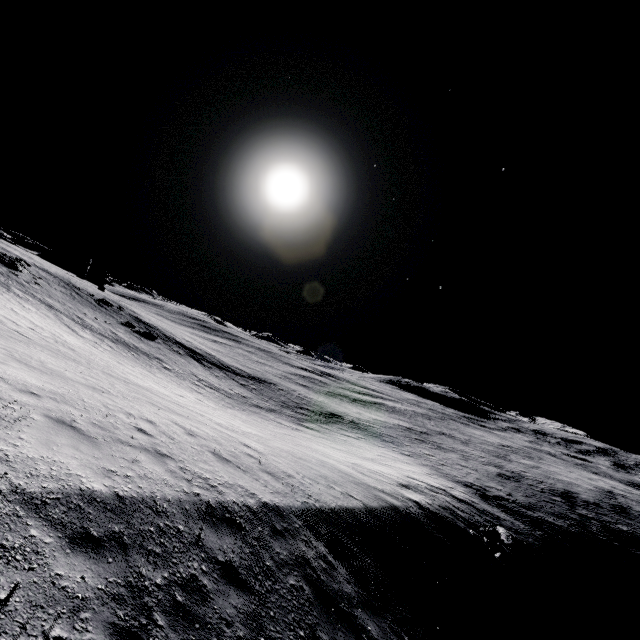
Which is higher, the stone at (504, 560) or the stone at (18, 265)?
the stone at (18, 265)

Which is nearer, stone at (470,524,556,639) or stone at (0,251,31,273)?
stone at (470,524,556,639)

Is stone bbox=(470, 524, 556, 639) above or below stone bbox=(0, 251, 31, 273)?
below

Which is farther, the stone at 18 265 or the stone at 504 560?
the stone at 18 265

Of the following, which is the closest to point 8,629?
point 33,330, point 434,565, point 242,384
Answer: point 434,565
